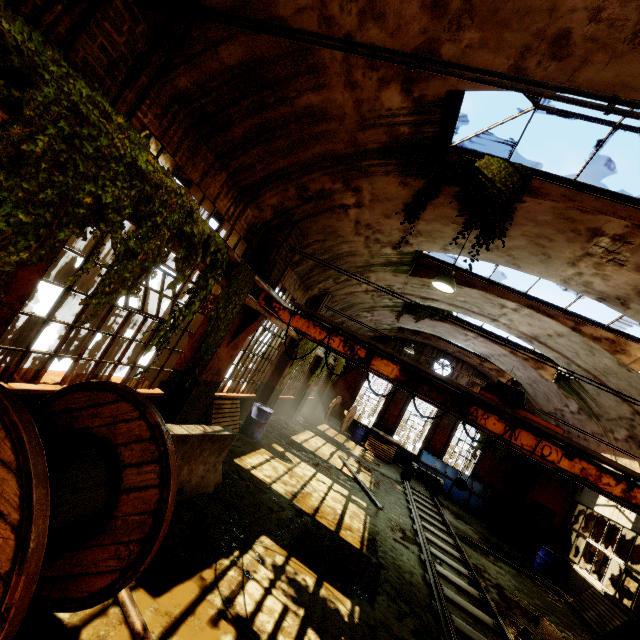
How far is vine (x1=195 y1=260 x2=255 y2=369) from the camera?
5.4 meters

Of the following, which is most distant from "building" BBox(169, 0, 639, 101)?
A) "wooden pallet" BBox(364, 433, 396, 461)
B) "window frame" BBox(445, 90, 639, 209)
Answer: "wooden pallet" BBox(364, 433, 396, 461)

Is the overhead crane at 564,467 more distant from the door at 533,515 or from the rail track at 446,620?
the door at 533,515

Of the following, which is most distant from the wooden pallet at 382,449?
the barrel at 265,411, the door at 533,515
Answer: the door at 533,515

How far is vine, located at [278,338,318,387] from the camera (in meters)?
9.49

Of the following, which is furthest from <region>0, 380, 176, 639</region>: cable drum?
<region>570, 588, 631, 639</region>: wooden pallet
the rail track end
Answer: the rail track end

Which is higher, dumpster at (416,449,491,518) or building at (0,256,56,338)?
building at (0,256,56,338)

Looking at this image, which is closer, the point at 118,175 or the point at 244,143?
the point at 118,175
